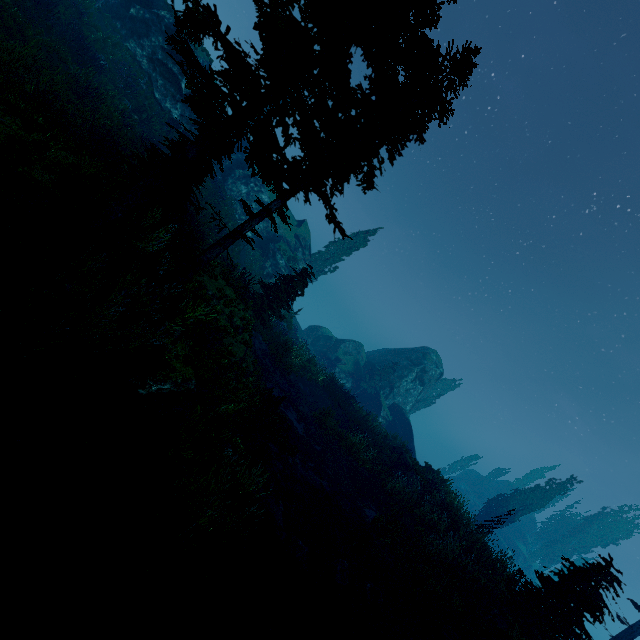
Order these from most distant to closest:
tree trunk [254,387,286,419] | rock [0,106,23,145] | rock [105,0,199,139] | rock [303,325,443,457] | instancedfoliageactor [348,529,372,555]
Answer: rock [303,325,443,457]
rock [105,0,199,139]
tree trunk [254,387,286,419]
instancedfoliageactor [348,529,372,555]
rock [0,106,23,145]

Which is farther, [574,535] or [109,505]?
[574,535]

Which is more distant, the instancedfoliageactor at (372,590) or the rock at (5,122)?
the instancedfoliageactor at (372,590)

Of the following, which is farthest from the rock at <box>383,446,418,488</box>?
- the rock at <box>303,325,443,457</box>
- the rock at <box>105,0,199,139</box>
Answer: the rock at <box>105,0,199,139</box>

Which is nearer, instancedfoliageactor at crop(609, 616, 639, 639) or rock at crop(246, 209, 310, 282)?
instancedfoliageactor at crop(609, 616, 639, 639)

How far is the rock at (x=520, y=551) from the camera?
54.2 meters

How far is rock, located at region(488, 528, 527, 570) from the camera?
54.22m

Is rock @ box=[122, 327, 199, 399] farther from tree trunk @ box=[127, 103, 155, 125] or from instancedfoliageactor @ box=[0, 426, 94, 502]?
tree trunk @ box=[127, 103, 155, 125]
